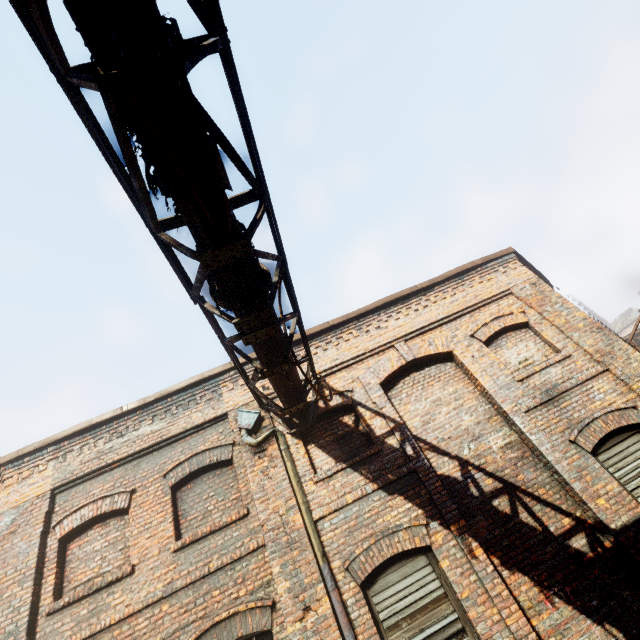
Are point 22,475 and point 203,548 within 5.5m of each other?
yes

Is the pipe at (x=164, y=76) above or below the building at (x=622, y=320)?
below

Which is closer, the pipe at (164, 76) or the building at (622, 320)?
the pipe at (164, 76)

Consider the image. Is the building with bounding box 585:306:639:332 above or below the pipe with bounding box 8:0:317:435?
above

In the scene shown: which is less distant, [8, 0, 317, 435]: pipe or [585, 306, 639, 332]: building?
[8, 0, 317, 435]: pipe
